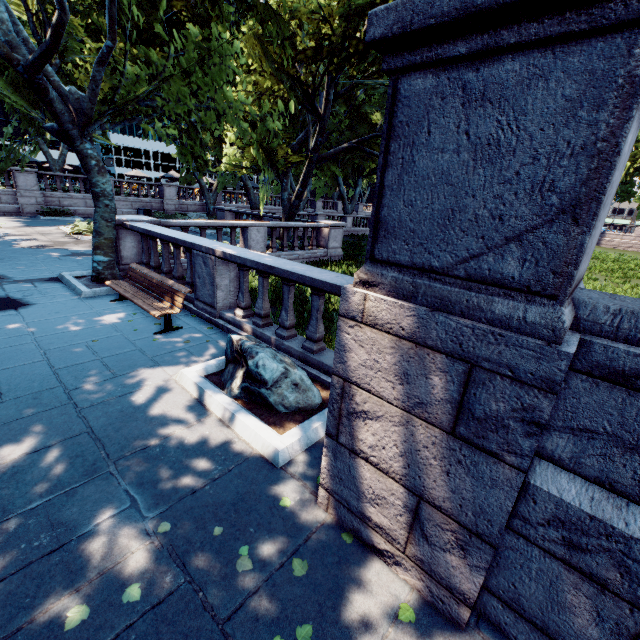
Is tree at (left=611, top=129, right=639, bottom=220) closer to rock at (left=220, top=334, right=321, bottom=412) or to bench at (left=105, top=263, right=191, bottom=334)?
bench at (left=105, top=263, right=191, bottom=334)

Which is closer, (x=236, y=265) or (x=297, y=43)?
(x=236, y=265)

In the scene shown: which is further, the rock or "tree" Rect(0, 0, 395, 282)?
"tree" Rect(0, 0, 395, 282)

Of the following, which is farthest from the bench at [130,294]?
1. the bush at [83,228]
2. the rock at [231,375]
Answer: the bush at [83,228]

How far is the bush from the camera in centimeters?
1608cm

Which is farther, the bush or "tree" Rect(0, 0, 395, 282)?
the bush

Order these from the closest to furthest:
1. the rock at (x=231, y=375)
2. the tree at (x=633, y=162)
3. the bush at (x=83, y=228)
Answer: the rock at (x=231, y=375)
the bush at (x=83, y=228)
the tree at (x=633, y=162)

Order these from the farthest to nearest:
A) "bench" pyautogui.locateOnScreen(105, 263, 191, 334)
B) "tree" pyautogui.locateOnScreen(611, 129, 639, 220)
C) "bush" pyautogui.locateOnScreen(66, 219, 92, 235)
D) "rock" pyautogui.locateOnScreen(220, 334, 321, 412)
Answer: "tree" pyautogui.locateOnScreen(611, 129, 639, 220), "bush" pyautogui.locateOnScreen(66, 219, 92, 235), "bench" pyautogui.locateOnScreen(105, 263, 191, 334), "rock" pyautogui.locateOnScreen(220, 334, 321, 412)
